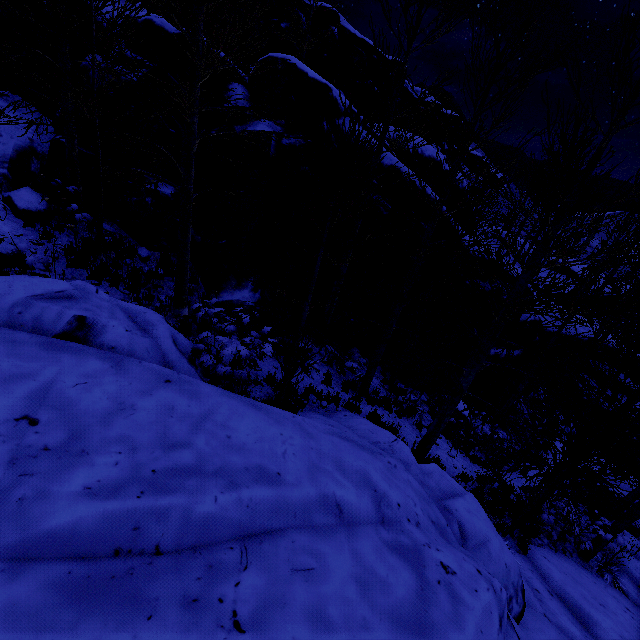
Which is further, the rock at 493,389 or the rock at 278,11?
the rock at 278,11

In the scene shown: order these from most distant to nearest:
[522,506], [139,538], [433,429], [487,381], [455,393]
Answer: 1. [487,381]
2. [522,506]
3. [433,429]
4. [455,393]
5. [139,538]

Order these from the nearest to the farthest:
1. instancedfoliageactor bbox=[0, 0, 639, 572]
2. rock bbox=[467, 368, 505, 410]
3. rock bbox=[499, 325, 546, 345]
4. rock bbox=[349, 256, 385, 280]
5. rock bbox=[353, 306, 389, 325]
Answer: instancedfoliageactor bbox=[0, 0, 639, 572]
rock bbox=[349, 256, 385, 280]
rock bbox=[353, 306, 389, 325]
rock bbox=[499, 325, 546, 345]
rock bbox=[467, 368, 505, 410]

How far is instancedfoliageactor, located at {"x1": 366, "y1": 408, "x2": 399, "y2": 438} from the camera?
8.42m

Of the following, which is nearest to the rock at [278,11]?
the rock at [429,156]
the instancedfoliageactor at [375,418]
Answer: the instancedfoliageactor at [375,418]

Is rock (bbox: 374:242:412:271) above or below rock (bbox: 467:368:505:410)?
above

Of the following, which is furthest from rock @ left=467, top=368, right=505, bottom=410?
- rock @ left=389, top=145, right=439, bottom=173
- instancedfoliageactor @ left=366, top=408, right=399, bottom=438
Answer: rock @ left=389, top=145, right=439, bottom=173
